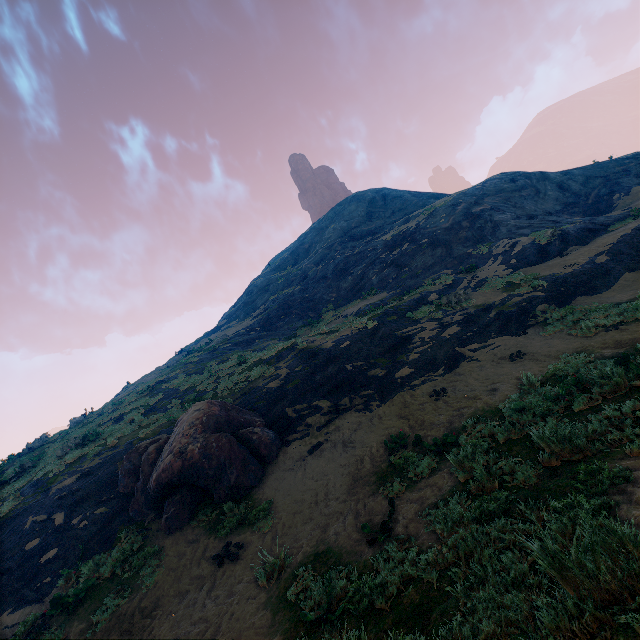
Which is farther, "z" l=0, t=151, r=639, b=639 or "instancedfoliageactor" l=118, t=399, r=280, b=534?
"instancedfoliageactor" l=118, t=399, r=280, b=534

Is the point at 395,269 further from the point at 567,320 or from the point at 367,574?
the point at 367,574

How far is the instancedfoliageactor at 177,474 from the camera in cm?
900

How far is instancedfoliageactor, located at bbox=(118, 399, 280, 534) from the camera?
9.00m

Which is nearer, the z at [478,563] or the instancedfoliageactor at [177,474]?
the z at [478,563]
